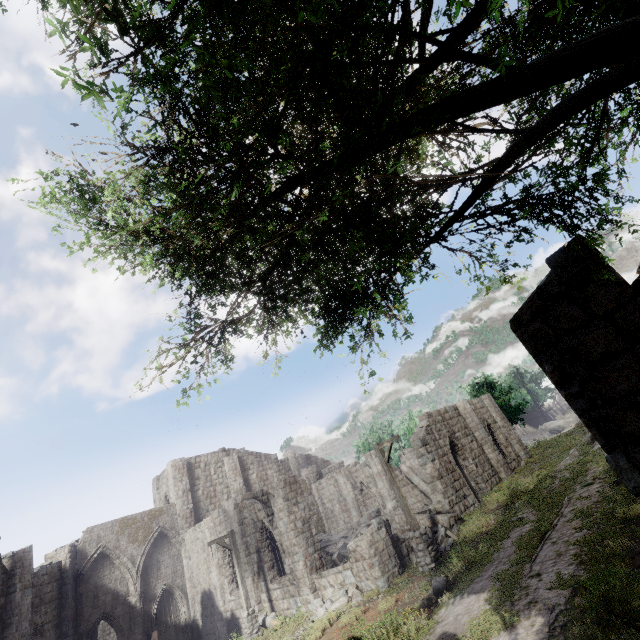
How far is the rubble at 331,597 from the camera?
12.2 meters

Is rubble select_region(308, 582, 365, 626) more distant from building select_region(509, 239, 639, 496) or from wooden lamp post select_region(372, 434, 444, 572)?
wooden lamp post select_region(372, 434, 444, 572)

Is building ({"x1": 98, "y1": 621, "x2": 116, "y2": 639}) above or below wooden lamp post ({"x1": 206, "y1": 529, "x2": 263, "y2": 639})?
above

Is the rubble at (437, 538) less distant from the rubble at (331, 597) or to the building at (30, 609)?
the building at (30, 609)

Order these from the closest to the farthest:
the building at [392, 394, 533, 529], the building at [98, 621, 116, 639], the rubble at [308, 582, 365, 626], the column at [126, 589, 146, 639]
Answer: the rubble at [308, 582, 365, 626] < the building at [392, 394, 533, 529] < the column at [126, 589, 146, 639] < the building at [98, 621, 116, 639]

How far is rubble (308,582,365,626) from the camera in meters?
12.2 m

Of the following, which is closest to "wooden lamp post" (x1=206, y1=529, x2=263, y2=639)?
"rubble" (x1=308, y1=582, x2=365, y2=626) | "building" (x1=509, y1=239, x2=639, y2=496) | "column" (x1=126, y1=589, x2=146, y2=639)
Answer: "building" (x1=509, y1=239, x2=639, y2=496)

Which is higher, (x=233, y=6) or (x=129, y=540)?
(x=129, y=540)
